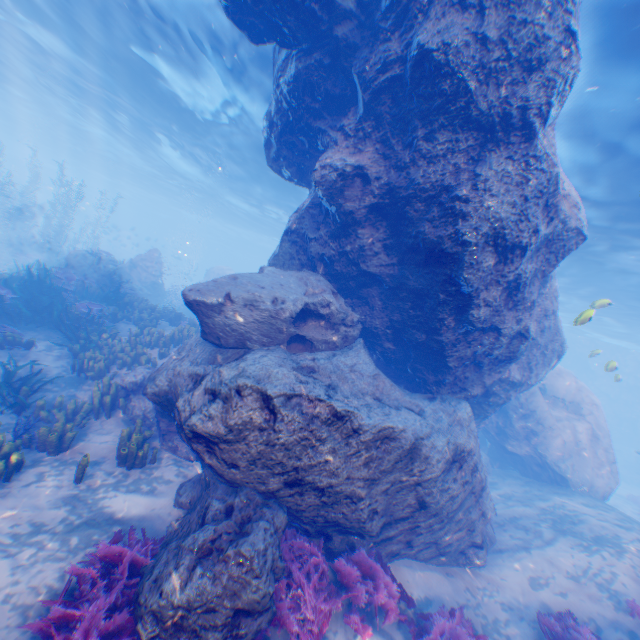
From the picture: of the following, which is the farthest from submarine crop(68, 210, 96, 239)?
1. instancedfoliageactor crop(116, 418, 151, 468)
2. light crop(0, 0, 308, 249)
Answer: instancedfoliageactor crop(116, 418, 151, 468)

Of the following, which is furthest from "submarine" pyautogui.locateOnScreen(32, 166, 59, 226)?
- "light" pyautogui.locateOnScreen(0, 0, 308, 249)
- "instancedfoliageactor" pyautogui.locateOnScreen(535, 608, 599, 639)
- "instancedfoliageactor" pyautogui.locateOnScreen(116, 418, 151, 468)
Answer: "instancedfoliageactor" pyautogui.locateOnScreen(535, 608, 599, 639)

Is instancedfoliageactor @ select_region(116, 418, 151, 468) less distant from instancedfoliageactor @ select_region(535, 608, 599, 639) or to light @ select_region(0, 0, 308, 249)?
light @ select_region(0, 0, 308, 249)

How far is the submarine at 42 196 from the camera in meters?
39.2

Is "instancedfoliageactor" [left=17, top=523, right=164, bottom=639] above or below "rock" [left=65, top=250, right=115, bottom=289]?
below

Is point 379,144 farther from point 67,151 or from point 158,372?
point 67,151

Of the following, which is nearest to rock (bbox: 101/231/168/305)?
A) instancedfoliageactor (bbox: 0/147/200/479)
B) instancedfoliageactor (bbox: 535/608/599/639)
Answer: instancedfoliageactor (bbox: 0/147/200/479)
